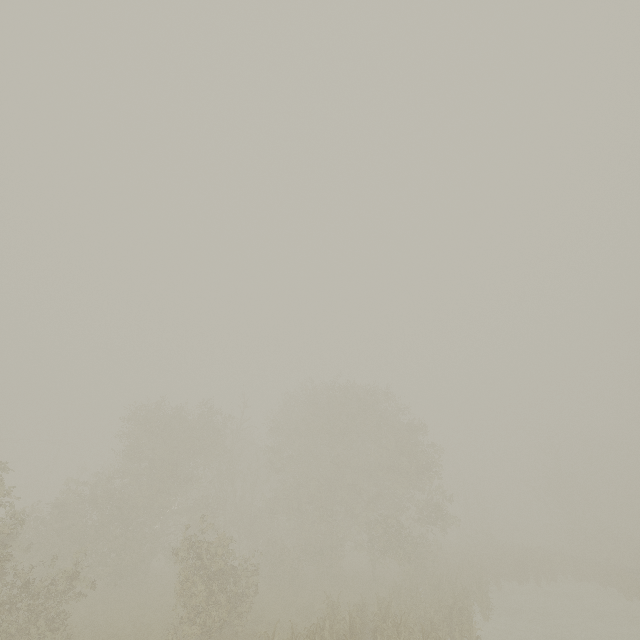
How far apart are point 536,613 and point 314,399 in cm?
2057
